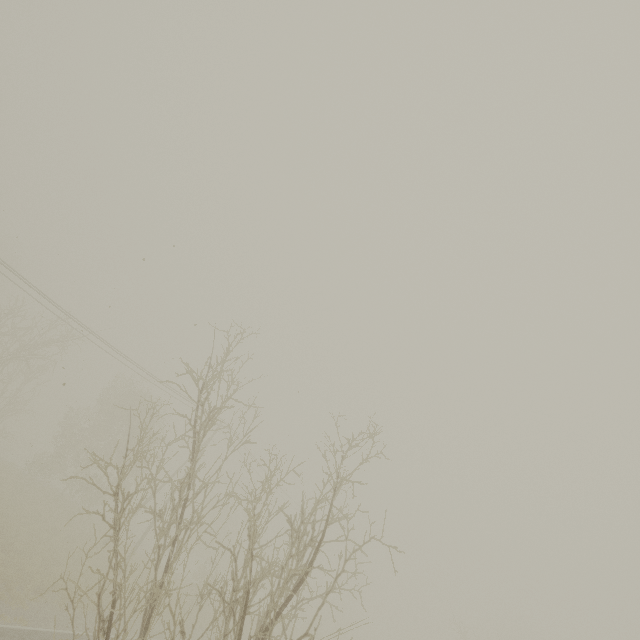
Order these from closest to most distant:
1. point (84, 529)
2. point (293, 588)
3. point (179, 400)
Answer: point (293, 588), point (84, 529), point (179, 400)
